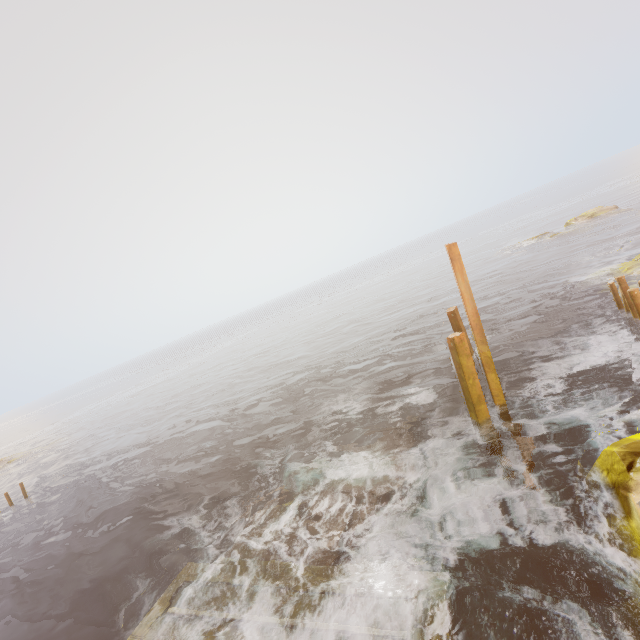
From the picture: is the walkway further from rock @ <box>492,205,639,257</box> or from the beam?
rock @ <box>492,205,639,257</box>

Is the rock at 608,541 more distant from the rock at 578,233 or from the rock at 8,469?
the rock at 8,469

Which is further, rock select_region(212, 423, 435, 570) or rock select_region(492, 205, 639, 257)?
rock select_region(492, 205, 639, 257)

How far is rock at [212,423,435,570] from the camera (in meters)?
→ 7.45

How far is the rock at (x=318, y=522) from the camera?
7.5 meters

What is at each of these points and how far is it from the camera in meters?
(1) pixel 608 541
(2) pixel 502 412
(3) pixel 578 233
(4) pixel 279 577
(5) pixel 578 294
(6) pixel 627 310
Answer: (1) rock, 5.5
(2) pole, 9.8
(3) rock, 32.0
(4) walkway, 7.3
(5) rock, 17.6
(6) beam, 11.7

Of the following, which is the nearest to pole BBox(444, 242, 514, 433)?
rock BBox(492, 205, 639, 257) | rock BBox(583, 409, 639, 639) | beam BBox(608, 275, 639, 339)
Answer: rock BBox(583, 409, 639, 639)

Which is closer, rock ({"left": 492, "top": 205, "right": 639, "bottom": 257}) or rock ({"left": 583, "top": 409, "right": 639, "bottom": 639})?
rock ({"left": 583, "top": 409, "right": 639, "bottom": 639})
